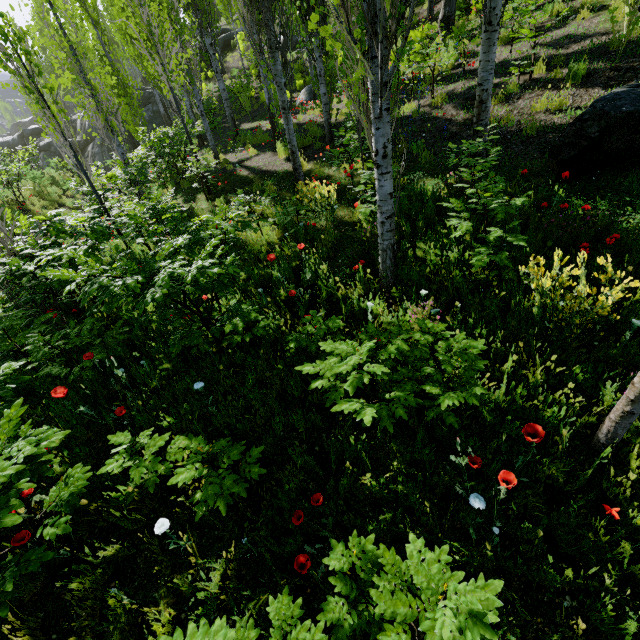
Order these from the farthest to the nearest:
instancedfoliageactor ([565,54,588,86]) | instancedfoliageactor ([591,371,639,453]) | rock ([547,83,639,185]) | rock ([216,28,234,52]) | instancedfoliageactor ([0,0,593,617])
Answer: rock ([216,28,234,52]) → instancedfoliageactor ([565,54,588,86]) → rock ([547,83,639,185]) → instancedfoliageactor ([0,0,593,617]) → instancedfoliageactor ([591,371,639,453])

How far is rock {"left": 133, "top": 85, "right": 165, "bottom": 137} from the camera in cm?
2422

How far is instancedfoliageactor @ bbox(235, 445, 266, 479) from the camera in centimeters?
253cm

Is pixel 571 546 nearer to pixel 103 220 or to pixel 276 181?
pixel 103 220

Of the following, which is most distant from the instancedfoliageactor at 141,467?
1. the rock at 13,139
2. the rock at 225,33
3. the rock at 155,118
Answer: the rock at 155,118

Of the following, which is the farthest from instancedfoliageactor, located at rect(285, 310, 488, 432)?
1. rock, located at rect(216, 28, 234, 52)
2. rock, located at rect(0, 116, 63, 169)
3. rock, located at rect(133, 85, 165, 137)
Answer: rock, located at rect(133, 85, 165, 137)

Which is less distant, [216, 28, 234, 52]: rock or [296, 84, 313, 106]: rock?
[296, 84, 313, 106]: rock

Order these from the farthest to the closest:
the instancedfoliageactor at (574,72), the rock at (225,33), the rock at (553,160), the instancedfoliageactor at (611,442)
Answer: the rock at (225,33) → the instancedfoliageactor at (574,72) → the rock at (553,160) → the instancedfoliageactor at (611,442)
